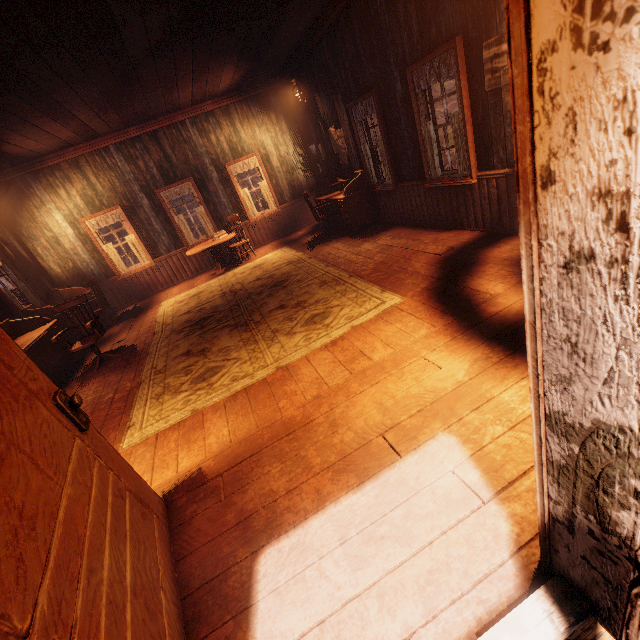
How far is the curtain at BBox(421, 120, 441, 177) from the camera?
4.9m

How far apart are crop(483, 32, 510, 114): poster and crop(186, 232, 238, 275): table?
6.8 meters

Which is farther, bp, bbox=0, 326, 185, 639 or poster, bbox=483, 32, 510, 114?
poster, bbox=483, 32, 510, 114

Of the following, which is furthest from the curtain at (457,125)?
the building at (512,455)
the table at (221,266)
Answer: the table at (221,266)

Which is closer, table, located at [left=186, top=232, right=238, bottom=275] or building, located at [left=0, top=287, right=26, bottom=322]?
building, located at [left=0, top=287, right=26, bottom=322]

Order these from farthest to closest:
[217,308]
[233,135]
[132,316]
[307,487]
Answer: [233,135] < [132,316] < [217,308] < [307,487]

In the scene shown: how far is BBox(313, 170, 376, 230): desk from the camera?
7.2 meters

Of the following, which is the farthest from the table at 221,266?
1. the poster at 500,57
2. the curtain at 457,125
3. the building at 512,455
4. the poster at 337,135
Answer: the poster at 500,57
